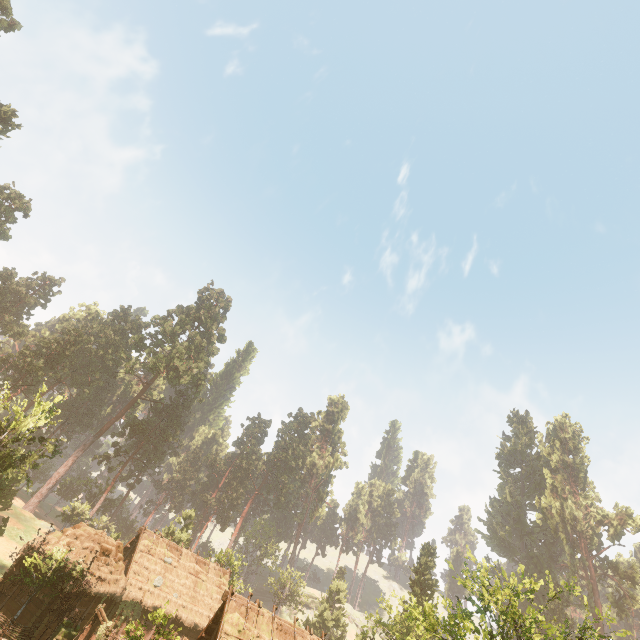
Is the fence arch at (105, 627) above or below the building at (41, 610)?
above

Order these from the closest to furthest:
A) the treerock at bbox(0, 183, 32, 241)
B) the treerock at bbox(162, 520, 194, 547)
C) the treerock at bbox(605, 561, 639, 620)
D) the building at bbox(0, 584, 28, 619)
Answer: the building at bbox(0, 584, 28, 619) → the treerock at bbox(162, 520, 194, 547) → the treerock at bbox(0, 183, 32, 241) → the treerock at bbox(605, 561, 639, 620)

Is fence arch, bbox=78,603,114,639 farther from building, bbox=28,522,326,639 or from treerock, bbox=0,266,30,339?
treerock, bbox=0,266,30,339

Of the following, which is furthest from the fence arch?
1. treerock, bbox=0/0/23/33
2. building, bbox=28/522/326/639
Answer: treerock, bbox=0/0/23/33

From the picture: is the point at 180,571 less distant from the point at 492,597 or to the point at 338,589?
the point at 492,597

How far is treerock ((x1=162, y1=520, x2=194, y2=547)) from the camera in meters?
44.0 m

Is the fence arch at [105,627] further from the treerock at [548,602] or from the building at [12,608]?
the treerock at [548,602]
